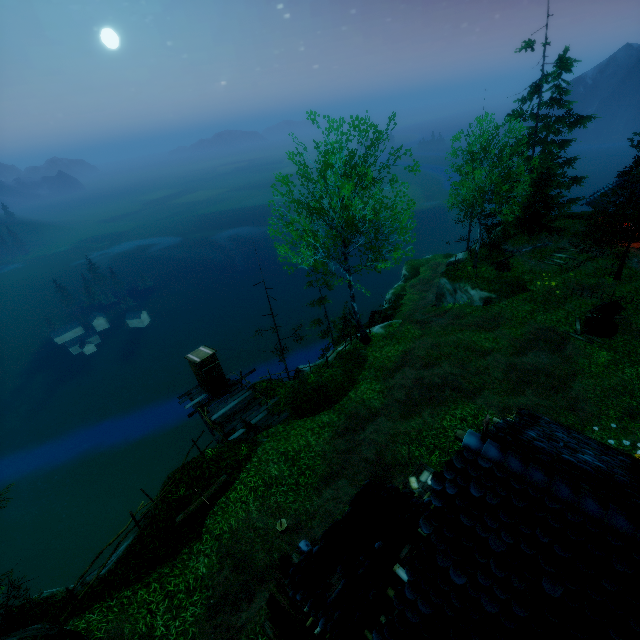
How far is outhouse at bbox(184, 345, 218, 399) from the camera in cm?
1639

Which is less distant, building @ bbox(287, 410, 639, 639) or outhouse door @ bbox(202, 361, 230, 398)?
building @ bbox(287, 410, 639, 639)

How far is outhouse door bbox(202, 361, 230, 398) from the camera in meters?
16.7 m

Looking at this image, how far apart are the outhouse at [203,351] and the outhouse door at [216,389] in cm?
1

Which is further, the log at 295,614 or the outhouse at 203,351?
the outhouse at 203,351

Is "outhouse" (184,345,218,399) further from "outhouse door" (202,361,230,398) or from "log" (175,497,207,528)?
"log" (175,497,207,528)

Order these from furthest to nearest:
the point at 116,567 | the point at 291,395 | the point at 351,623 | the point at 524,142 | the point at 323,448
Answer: the point at 524,142, the point at 291,395, the point at 323,448, the point at 116,567, the point at 351,623

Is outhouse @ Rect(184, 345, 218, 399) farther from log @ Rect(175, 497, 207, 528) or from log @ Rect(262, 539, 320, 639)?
log @ Rect(262, 539, 320, 639)
